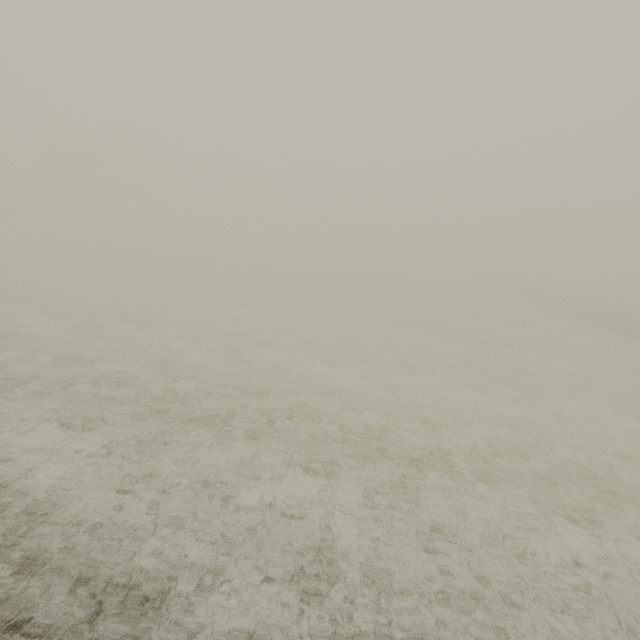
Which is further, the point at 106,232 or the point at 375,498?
the point at 106,232
